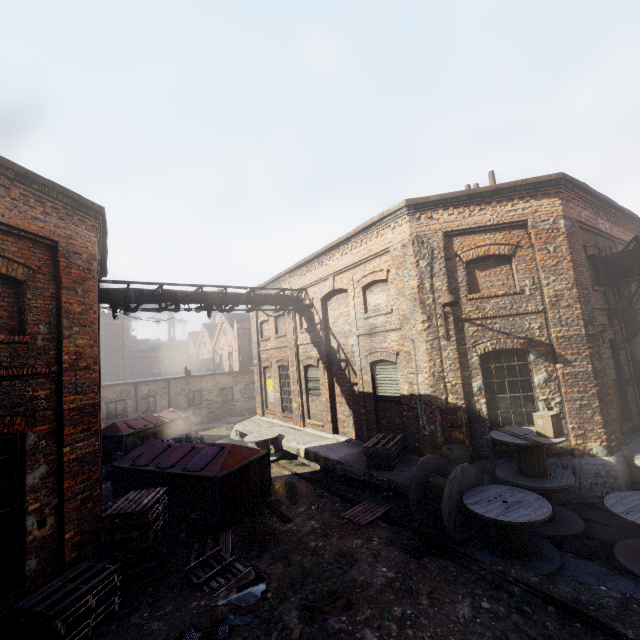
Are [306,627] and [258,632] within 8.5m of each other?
yes

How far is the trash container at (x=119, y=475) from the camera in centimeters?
834cm

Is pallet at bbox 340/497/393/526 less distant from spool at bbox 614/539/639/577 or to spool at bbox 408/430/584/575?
spool at bbox 408/430/584/575

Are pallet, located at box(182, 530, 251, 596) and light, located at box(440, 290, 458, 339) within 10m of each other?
yes

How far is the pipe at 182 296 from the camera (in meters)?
10.97

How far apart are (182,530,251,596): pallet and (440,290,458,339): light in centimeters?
713cm

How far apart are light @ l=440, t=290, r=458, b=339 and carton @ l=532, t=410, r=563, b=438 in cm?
264

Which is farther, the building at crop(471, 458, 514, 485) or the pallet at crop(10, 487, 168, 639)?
the building at crop(471, 458, 514, 485)
